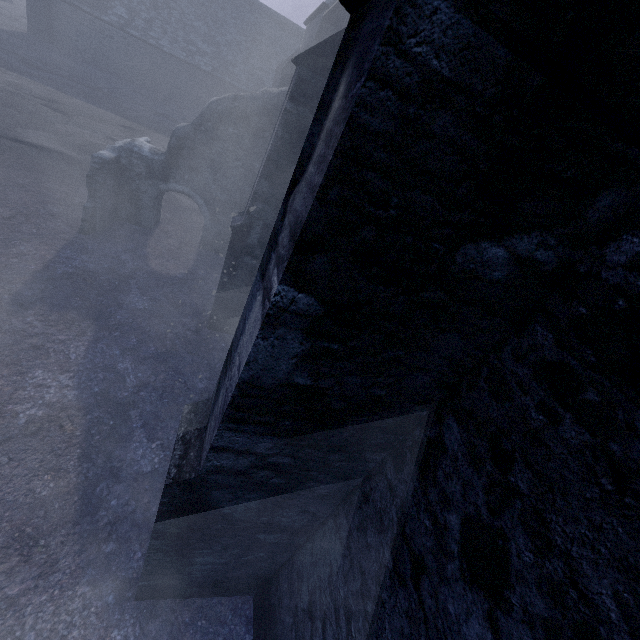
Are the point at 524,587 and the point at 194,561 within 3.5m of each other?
yes
